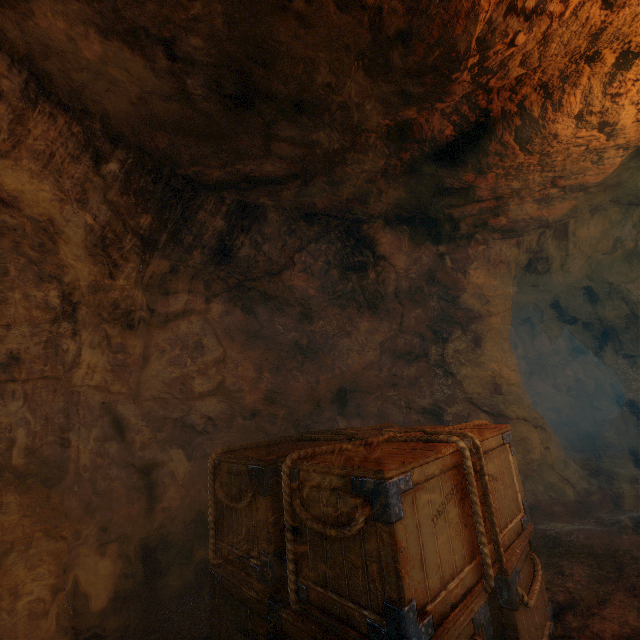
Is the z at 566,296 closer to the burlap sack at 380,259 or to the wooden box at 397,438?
the burlap sack at 380,259

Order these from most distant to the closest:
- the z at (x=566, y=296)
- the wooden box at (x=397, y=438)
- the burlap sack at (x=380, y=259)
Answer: the z at (x=566, y=296), the burlap sack at (x=380, y=259), the wooden box at (x=397, y=438)

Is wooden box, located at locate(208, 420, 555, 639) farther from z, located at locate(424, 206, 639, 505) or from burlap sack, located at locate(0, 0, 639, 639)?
z, located at locate(424, 206, 639, 505)

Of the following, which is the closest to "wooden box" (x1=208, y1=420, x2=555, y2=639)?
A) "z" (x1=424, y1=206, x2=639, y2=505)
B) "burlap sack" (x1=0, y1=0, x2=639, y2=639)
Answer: "burlap sack" (x1=0, y1=0, x2=639, y2=639)

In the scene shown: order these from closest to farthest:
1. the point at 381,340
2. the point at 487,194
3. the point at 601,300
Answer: the point at 487,194
the point at 381,340
the point at 601,300

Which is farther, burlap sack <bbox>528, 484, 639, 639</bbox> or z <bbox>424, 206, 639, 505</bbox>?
z <bbox>424, 206, 639, 505</bbox>
